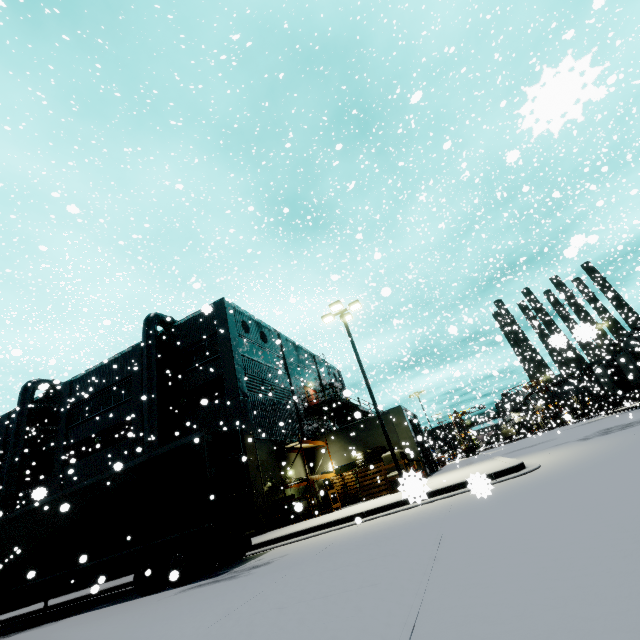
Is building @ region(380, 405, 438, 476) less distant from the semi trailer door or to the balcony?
the balcony

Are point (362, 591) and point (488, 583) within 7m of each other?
yes

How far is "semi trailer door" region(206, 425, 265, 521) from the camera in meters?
9.7

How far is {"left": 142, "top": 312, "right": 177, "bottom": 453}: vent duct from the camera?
19.3 meters

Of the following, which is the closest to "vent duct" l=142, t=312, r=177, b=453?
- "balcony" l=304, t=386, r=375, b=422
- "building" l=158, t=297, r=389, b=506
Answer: "building" l=158, t=297, r=389, b=506

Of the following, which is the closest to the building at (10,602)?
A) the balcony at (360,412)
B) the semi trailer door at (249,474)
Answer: the balcony at (360,412)

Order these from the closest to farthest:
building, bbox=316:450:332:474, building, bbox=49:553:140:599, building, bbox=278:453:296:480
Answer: building, bbox=49:553:140:599 → building, bbox=278:453:296:480 → building, bbox=316:450:332:474
